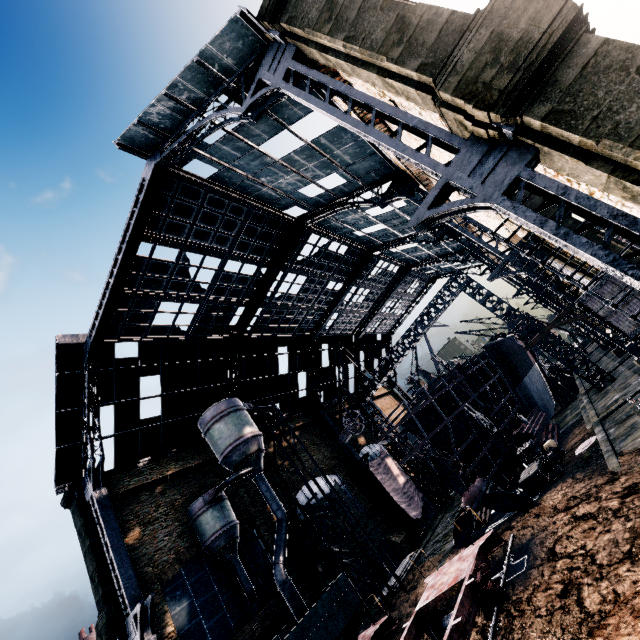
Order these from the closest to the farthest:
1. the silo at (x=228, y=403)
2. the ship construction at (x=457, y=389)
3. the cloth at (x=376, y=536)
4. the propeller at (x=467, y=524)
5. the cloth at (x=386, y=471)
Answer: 1. the propeller at (x=467, y=524)
2. the silo at (x=228, y=403)
3. the ship construction at (x=457, y=389)
4. the cloth at (x=376, y=536)
5. the cloth at (x=386, y=471)

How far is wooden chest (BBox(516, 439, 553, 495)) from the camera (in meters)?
19.73

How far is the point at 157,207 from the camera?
19.08m

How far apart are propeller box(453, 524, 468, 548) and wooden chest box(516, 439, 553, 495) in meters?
3.6 m

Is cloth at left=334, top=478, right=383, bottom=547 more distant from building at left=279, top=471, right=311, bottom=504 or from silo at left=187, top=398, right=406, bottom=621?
silo at left=187, top=398, right=406, bottom=621

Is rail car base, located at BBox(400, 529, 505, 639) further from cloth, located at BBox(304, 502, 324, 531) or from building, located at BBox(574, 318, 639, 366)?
cloth, located at BBox(304, 502, 324, 531)

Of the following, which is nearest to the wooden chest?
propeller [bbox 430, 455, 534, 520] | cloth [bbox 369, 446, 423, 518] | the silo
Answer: propeller [bbox 430, 455, 534, 520]

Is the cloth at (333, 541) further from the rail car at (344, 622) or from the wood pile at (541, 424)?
the wood pile at (541, 424)
